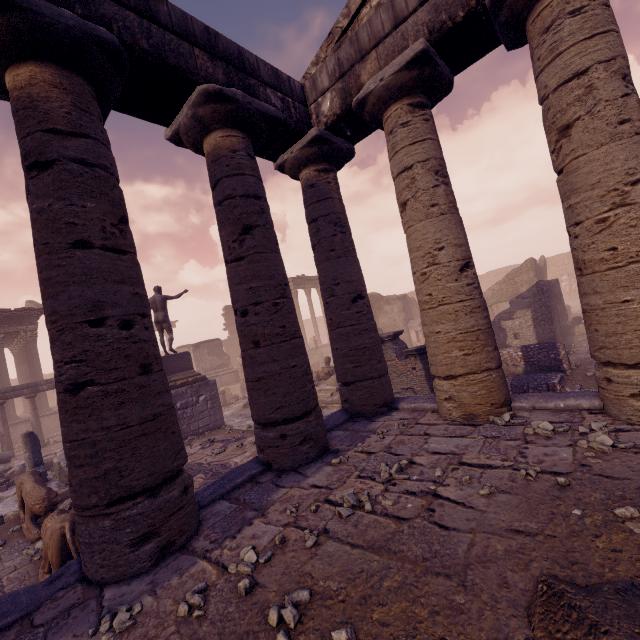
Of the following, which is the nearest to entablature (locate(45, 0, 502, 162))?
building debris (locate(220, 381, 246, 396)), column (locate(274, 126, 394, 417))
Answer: column (locate(274, 126, 394, 417))

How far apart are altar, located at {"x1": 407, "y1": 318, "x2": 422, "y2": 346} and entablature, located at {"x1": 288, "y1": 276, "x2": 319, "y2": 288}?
10.74m

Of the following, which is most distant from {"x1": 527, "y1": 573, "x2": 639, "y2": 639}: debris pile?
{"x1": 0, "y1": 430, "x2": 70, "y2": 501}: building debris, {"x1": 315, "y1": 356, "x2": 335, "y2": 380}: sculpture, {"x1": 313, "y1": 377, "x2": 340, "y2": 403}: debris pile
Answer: {"x1": 315, "y1": 356, "x2": 335, "y2": 380}: sculpture

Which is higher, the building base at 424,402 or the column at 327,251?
the column at 327,251

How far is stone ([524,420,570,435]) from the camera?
3.8m

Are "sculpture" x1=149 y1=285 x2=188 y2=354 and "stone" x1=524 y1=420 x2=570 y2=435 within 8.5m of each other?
no

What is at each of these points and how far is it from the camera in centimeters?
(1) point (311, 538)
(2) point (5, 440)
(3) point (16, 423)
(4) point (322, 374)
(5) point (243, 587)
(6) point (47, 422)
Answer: (1) stone, 284cm
(2) column, 1392cm
(3) building, 1766cm
(4) sculpture, 1475cm
(5) stone, 240cm
(6) building, 1862cm

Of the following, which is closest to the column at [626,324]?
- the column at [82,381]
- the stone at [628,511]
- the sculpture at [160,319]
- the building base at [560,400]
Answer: the building base at [560,400]
